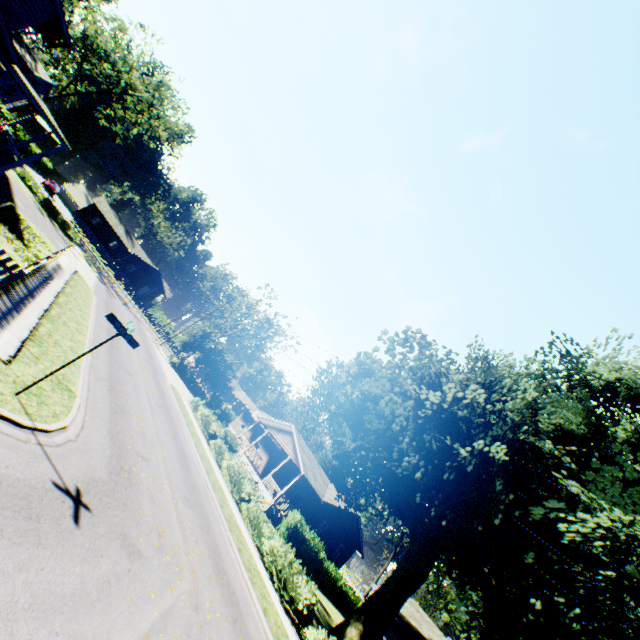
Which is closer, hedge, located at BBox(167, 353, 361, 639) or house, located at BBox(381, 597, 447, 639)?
hedge, located at BBox(167, 353, 361, 639)

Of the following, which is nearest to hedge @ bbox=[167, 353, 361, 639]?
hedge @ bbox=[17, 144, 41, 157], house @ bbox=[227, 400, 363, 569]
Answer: house @ bbox=[227, 400, 363, 569]

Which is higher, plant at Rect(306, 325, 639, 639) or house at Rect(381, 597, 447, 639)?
plant at Rect(306, 325, 639, 639)

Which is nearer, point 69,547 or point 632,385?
point 69,547

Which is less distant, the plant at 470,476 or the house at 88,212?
the plant at 470,476

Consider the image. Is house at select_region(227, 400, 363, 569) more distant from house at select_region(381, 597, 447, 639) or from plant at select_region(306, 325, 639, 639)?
house at select_region(381, 597, 447, 639)

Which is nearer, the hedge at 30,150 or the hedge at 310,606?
the hedge at 310,606

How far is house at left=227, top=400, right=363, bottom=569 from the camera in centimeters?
2995cm
